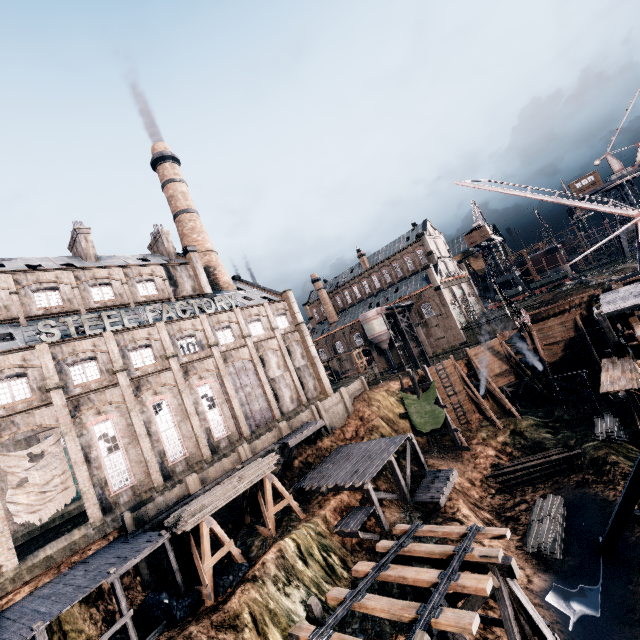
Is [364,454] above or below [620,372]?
below

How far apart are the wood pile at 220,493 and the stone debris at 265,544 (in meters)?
3.50

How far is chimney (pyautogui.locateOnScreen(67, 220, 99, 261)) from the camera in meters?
36.0

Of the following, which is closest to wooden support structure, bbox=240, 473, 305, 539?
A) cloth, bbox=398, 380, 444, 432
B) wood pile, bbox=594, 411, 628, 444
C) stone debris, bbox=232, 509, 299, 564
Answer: stone debris, bbox=232, 509, 299, 564

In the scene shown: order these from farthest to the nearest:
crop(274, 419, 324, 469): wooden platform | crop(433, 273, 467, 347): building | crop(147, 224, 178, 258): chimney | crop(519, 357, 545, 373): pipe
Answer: crop(433, 273, 467, 347): building → crop(147, 224, 178, 258): chimney → crop(519, 357, 545, 373): pipe → crop(274, 419, 324, 469): wooden platform

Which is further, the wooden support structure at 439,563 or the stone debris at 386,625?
the stone debris at 386,625

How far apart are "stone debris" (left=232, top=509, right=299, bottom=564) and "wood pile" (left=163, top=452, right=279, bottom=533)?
3.5m

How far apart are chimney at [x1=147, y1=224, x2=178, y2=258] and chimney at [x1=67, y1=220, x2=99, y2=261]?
7.59m
